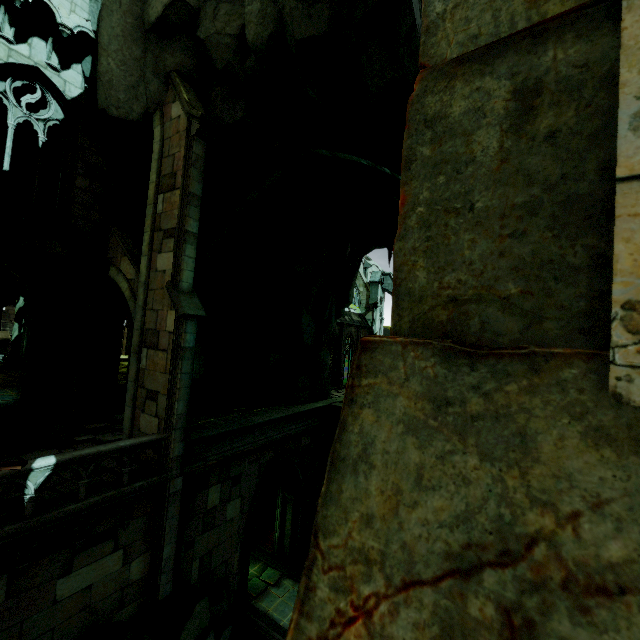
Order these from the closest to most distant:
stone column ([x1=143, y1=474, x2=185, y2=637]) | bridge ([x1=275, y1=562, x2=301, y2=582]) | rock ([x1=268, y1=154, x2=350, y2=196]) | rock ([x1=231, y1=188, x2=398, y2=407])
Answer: stone column ([x1=143, y1=474, x2=185, y2=637]) → rock ([x1=268, y1=154, x2=350, y2=196]) → bridge ([x1=275, y1=562, x2=301, y2=582]) → rock ([x1=231, y1=188, x2=398, y2=407])

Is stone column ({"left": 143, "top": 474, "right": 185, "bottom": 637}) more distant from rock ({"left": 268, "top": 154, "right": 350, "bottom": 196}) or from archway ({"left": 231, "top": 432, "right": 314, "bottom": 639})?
archway ({"left": 231, "top": 432, "right": 314, "bottom": 639})

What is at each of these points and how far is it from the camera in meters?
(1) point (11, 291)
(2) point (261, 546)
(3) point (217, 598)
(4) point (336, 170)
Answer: (1) building, 24.9
(2) trim, 16.8
(3) rock, 10.7
(4) rock, 14.4

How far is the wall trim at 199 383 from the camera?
17.1 meters

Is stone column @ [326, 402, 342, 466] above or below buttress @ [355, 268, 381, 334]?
below

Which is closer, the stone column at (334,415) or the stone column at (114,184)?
the stone column at (114,184)

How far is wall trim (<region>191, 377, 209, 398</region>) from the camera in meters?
17.1 m

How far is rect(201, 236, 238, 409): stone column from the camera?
17.7m
